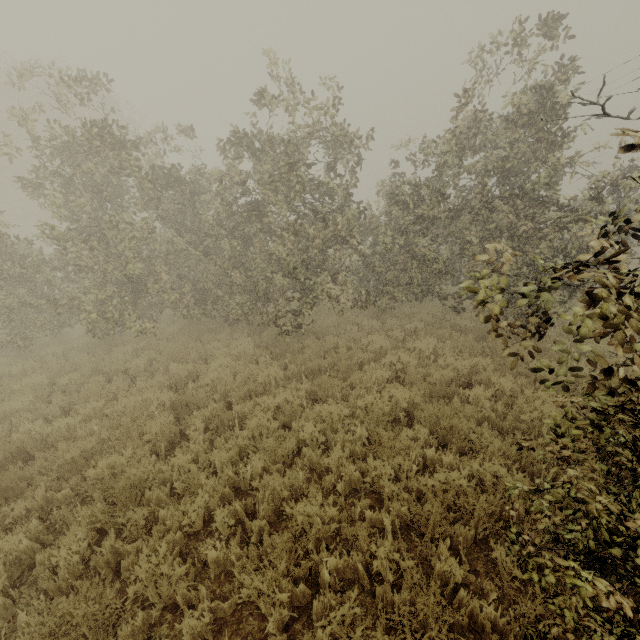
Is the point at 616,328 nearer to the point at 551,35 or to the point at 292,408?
the point at 292,408
